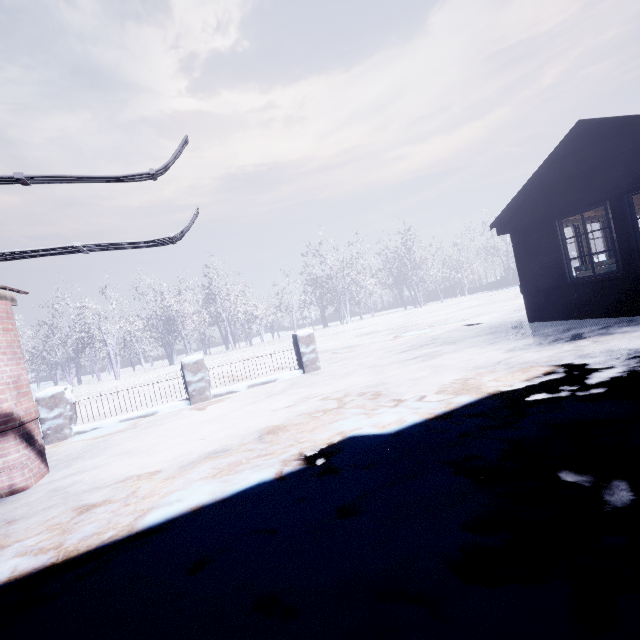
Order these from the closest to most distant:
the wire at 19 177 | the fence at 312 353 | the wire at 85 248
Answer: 1. the wire at 19 177
2. the wire at 85 248
3. the fence at 312 353

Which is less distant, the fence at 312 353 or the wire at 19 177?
the wire at 19 177

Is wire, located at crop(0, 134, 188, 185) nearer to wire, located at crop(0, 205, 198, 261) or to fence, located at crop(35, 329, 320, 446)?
wire, located at crop(0, 205, 198, 261)

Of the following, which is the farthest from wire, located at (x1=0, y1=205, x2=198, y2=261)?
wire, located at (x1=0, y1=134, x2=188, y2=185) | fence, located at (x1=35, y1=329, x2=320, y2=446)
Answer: fence, located at (x1=35, y1=329, x2=320, y2=446)

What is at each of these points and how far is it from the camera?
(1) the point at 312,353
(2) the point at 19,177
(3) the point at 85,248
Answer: (1) fence, 7.2m
(2) wire, 1.9m
(3) wire, 2.8m

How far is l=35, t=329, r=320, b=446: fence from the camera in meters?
5.6

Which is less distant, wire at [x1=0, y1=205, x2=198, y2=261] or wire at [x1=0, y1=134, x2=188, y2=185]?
wire at [x1=0, y1=134, x2=188, y2=185]
